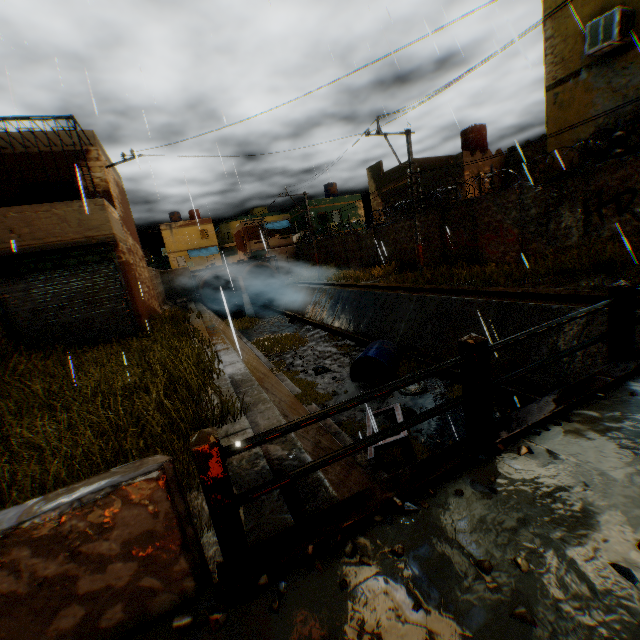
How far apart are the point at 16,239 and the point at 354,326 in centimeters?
1363cm

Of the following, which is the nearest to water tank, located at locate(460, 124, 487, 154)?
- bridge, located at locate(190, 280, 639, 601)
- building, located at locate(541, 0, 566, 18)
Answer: building, located at locate(541, 0, 566, 18)

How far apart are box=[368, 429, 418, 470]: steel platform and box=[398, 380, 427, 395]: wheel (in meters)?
1.95

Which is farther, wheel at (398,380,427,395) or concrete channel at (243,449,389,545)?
wheel at (398,380,427,395)

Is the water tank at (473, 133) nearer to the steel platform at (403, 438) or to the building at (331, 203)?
the building at (331, 203)

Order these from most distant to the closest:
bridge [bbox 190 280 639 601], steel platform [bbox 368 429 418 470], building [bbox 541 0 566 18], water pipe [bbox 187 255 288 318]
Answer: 1. water pipe [bbox 187 255 288 318]
2. building [bbox 541 0 566 18]
3. steel platform [bbox 368 429 418 470]
4. bridge [bbox 190 280 639 601]

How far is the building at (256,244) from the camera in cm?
4525

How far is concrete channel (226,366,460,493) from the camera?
3.89m
